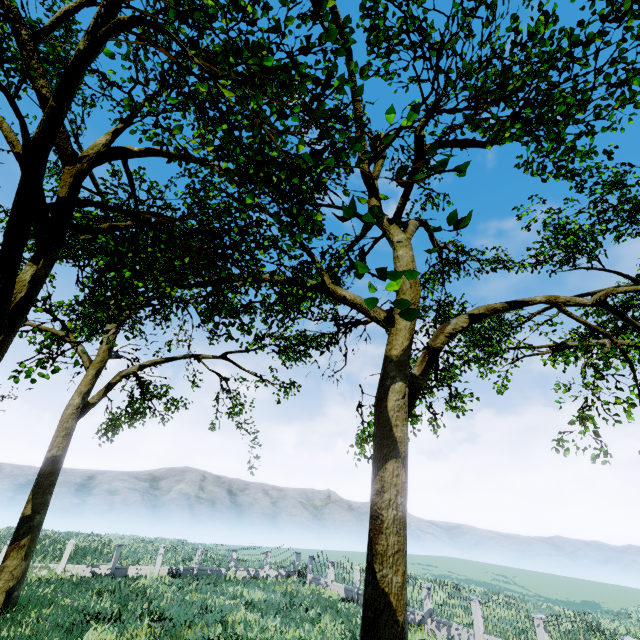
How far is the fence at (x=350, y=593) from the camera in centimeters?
2319cm

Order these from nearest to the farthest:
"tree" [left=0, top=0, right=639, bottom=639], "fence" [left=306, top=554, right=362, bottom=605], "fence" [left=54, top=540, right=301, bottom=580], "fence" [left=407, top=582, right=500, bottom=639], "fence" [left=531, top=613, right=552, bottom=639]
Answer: "tree" [left=0, top=0, right=639, bottom=639] → "fence" [left=531, top=613, right=552, bottom=639] → "fence" [left=407, top=582, right=500, bottom=639] → "fence" [left=54, top=540, right=301, bottom=580] → "fence" [left=306, top=554, right=362, bottom=605]

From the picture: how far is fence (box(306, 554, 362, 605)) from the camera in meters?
23.2 m

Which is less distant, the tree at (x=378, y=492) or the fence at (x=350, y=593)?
the tree at (x=378, y=492)

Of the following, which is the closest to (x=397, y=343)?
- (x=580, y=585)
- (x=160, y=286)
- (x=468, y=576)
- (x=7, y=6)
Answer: (x=7, y=6)

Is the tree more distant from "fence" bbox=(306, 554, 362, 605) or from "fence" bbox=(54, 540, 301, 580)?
"fence" bbox=(54, 540, 301, 580)

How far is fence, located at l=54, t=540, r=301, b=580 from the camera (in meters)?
22.19
